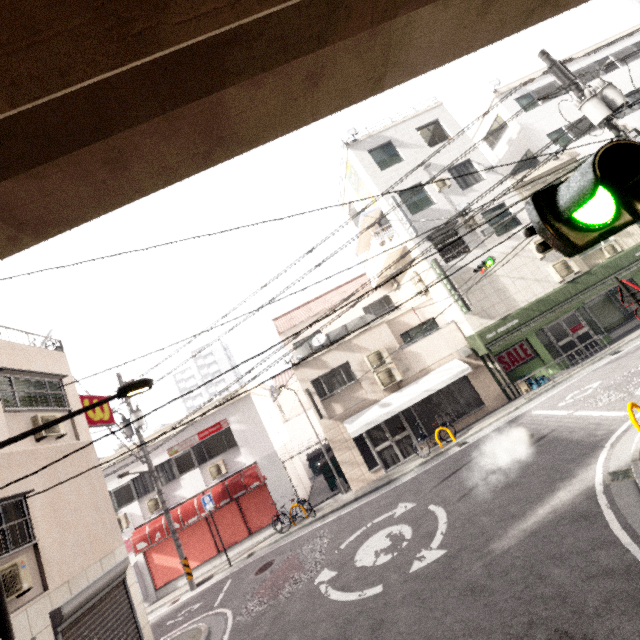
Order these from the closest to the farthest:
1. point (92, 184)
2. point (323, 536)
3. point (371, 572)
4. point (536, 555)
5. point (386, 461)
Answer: point (92, 184)
point (536, 555)
point (371, 572)
point (323, 536)
point (386, 461)

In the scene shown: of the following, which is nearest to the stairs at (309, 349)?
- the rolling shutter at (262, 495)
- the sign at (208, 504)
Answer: the rolling shutter at (262, 495)

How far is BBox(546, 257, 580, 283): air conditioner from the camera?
14.7m

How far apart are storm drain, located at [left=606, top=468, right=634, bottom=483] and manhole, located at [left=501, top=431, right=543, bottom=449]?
3.24m

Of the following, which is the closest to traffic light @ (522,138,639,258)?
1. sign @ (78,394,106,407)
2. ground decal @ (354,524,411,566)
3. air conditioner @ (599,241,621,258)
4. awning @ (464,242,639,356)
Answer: ground decal @ (354,524,411,566)

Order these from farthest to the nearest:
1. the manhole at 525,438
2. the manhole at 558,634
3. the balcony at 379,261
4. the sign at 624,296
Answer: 1. the balcony at 379,261
2. the manhole at 525,438
3. the sign at 624,296
4. the manhole at 558,634

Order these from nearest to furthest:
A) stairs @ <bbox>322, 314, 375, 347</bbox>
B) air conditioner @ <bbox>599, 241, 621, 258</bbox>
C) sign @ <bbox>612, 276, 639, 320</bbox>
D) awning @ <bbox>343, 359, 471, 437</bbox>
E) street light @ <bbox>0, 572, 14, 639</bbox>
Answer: street light @ <bbox>0, 572, 14, 639</bbox> → sign @ <bbox>612, 276, 639, 320</bbox> → awning @ <bbox>343, 359, 471, 437</bbox> → air conditioner @ <bbox>599, 241, 621, 258</bbox> → stairs @ <bbox>322, 314, 375, 347</bbox>

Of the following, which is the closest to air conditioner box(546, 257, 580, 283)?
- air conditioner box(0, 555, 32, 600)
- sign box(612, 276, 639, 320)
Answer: sign box(612, 276, 639, 320)
